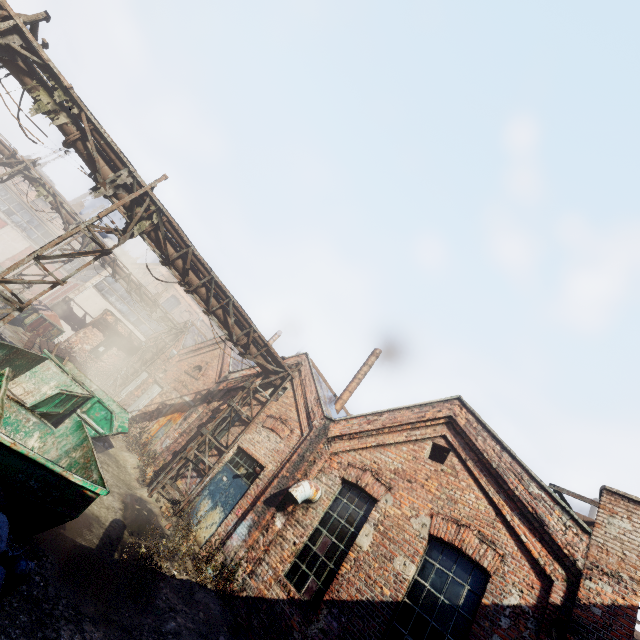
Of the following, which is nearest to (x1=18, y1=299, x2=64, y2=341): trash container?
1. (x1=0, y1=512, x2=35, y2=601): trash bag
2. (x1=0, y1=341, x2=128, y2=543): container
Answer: (x1=0, y1=341, x2=128, y2=543): container

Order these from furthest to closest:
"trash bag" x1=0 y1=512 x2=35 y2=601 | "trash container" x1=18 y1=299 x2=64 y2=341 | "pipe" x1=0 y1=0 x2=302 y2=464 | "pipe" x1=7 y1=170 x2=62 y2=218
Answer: "trash container" x1=18 y1=299 x2=64 y2=341 < "pipe" x1=7 y1=170 x2=62 y2=218 < "pipe" x1=0 y1=0 x2=302 y2=464 < "trash bag" x1=0 y1=512 x2=35 y2=601

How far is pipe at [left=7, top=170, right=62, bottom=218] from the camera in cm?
1641

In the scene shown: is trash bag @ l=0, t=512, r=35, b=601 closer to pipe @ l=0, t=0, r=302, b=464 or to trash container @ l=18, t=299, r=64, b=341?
pipe @ l=0, t=0, r=302, b=464

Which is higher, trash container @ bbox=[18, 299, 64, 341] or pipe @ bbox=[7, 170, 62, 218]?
pipe @ bbox=[7, 170, 62, 218]

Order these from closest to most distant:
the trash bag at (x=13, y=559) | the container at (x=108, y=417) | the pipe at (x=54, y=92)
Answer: the trash bag at (x=13, y=559) < the container at (x=108, y=417) < the pipe at (x=54, y=92)

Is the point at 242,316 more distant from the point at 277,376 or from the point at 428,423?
the point at 428,423

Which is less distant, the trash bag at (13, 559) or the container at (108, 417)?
the trash bag at (13, 559)
